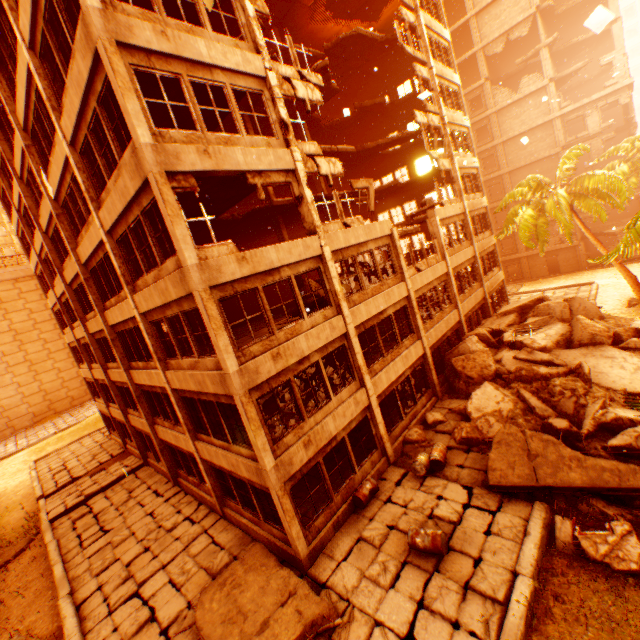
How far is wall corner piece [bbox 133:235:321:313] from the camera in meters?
8.4

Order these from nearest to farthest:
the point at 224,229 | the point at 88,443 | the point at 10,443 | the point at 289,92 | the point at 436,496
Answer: the point at 436,496 → the point at 289,92 → the point at 224,229 → the point at 88,443 → the point at 10,443

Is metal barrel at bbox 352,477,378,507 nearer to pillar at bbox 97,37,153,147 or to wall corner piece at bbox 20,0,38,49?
pillar at bbox 97,37,153,147

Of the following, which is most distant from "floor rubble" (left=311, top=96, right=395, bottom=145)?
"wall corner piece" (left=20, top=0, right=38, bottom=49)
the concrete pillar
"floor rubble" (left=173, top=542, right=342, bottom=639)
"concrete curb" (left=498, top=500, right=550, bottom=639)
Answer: the concrete pillar

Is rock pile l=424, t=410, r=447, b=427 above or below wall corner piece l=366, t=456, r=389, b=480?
above

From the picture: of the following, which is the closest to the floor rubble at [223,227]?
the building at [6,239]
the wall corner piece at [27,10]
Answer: the wall corner piece at [27,10]

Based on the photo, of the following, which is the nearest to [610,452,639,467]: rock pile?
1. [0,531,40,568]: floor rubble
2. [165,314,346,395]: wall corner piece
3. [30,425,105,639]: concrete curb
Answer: [165,314,346,395]: wall corner piece

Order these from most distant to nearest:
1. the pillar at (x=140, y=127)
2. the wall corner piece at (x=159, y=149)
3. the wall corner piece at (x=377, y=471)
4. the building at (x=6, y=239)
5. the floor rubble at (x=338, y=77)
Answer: the building at (x=6, y=239) < the floor rubble at (x=338, y=77) < the wall corner piece at (x=377, y=471) < the wall corner piece at (x=159, y=149) < the pillar at (x=140, y=127)
